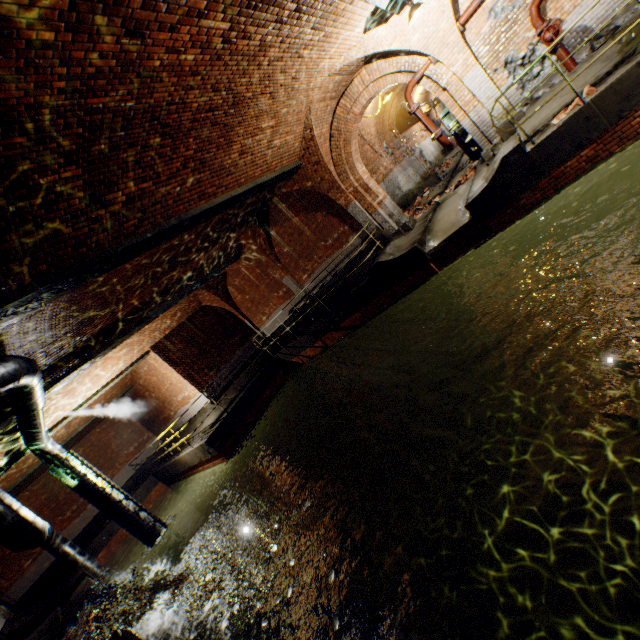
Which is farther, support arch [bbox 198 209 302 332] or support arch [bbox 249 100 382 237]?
support arch [bbox 198 209 302 332]

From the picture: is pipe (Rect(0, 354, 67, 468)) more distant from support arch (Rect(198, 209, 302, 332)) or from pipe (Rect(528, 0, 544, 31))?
pipe (Rect(528, 0, 544, 31))

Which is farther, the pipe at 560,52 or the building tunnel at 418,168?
the building tunnel at 418,168

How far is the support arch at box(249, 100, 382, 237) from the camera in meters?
9.8 m

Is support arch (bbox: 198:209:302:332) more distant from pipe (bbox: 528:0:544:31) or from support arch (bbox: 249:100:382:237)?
pipe (bbox: 528:0:544:31)

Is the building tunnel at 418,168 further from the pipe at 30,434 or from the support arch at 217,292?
the pipe at 30,434

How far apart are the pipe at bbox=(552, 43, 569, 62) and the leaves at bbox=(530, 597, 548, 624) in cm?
1067

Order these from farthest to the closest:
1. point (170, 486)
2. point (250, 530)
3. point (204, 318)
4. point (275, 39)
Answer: point (170, 486) → point (204, 318) → point (250, 530) → point (275, 39)
